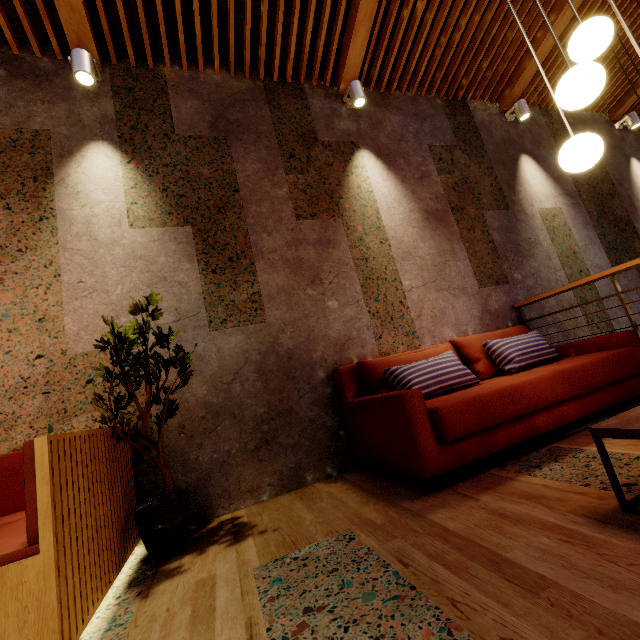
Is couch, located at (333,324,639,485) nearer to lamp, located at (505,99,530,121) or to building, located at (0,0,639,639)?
building, located at (0,0,639,639)

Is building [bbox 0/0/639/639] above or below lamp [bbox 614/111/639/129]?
below

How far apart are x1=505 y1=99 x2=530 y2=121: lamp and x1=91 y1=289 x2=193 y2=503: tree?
5.5m

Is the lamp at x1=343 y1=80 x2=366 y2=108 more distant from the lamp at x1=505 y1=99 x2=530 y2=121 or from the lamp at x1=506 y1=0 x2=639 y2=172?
the lamp at x1=505 y1=99 x2=530 y2=121

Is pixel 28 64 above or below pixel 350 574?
above

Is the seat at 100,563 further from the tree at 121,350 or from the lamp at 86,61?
the lamp at 86,61

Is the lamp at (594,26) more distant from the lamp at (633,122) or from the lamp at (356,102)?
the lamp at (633,122)

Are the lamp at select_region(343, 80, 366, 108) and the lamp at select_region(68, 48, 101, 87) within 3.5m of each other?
yes
